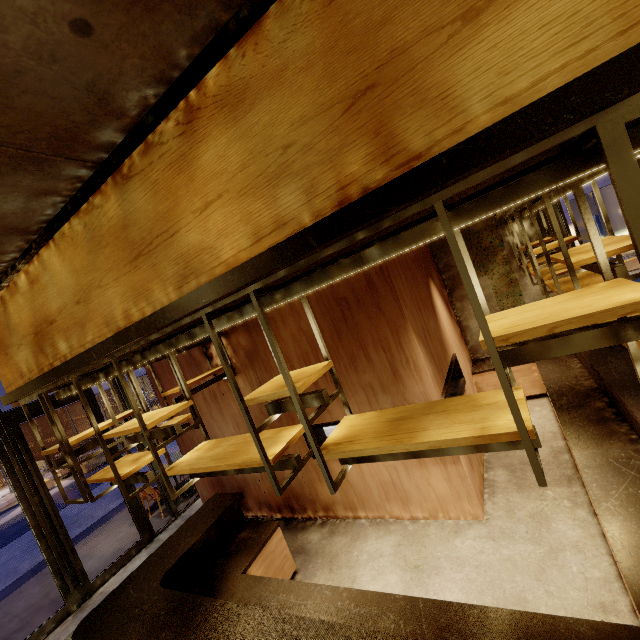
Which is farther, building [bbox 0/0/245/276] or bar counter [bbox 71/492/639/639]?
bar counter [bbox 71/492/639/639]

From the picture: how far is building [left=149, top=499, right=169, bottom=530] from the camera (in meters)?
7.47

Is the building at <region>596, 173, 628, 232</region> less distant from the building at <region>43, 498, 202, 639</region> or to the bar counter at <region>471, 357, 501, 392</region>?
the building at <region>43, 498, 202, 639</region>

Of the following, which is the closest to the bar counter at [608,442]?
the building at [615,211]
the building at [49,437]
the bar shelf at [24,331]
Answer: the bar shelf at [24,331]

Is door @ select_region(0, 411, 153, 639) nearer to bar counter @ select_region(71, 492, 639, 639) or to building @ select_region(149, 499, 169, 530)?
building @ select_region(149, 499, 169, 530)

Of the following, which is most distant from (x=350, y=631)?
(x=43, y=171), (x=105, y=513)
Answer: (x=105, y=513)

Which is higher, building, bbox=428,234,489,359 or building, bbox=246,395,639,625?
building, bbox=428,234,489,359

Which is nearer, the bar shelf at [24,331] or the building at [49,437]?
the bar shelf at [24,331]
